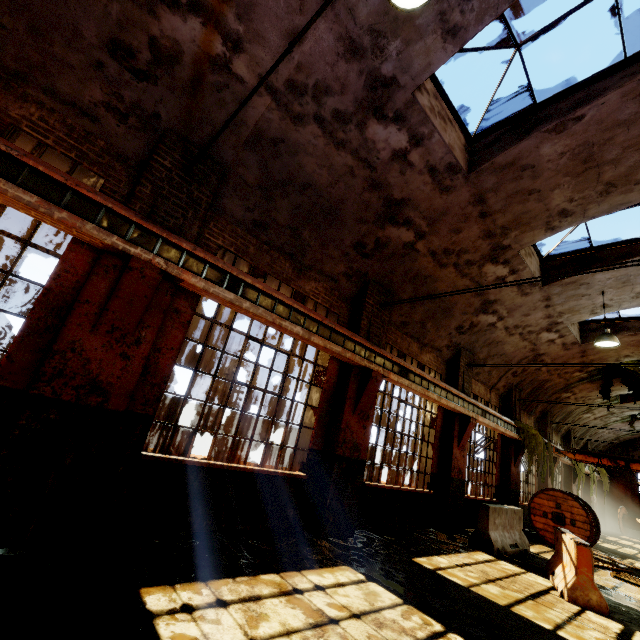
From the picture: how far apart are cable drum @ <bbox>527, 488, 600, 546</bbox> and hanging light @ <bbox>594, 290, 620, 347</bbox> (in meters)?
5.97

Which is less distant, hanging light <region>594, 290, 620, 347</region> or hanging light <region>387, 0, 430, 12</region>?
hanging light <region>387, 0, 430, 12</region>

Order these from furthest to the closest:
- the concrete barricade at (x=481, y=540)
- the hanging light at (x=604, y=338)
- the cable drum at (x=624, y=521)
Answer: the cable drum at (x=624, y=521) < the hanging light at (x=604, y=338) < the concrete barricade at (x=481, y=540)

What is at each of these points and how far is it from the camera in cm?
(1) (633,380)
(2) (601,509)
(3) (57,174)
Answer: (1) vine, 1444
(2) building, 2436
(3) crane rail, 366

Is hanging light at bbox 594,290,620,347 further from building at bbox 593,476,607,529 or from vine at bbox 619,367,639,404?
vine at bbox 619,367,639,404

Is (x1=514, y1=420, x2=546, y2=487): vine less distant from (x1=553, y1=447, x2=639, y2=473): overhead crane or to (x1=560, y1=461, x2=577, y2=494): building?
(x1=560, y1=461, x2=577, y2=494): building

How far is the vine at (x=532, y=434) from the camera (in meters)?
12.70

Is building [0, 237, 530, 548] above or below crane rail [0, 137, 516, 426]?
below
